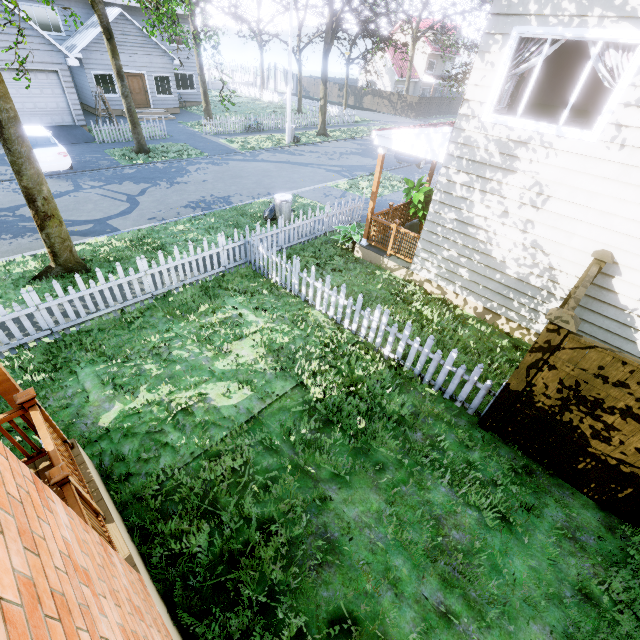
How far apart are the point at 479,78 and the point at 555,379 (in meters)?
5.72

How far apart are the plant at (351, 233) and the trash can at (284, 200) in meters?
2.0 m

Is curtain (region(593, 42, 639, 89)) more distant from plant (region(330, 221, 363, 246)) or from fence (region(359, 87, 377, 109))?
plant (region(330, 221, 363, 246))

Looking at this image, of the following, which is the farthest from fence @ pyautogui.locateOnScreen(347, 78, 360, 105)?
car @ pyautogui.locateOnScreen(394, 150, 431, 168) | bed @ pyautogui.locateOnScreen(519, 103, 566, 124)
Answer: car @ pyautogui.locateOnScreen(394, 150, 431, 168)

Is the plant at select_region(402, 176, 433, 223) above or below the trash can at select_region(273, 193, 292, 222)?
above

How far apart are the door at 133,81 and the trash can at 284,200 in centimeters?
2036cm

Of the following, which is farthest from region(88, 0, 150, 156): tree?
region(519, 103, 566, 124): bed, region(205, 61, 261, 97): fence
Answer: region(519, 103, 566, 124): bed

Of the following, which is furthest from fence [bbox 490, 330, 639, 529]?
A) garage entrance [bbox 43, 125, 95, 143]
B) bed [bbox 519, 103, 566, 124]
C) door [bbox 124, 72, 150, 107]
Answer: door [bbox 124, 72, 150, 107]
